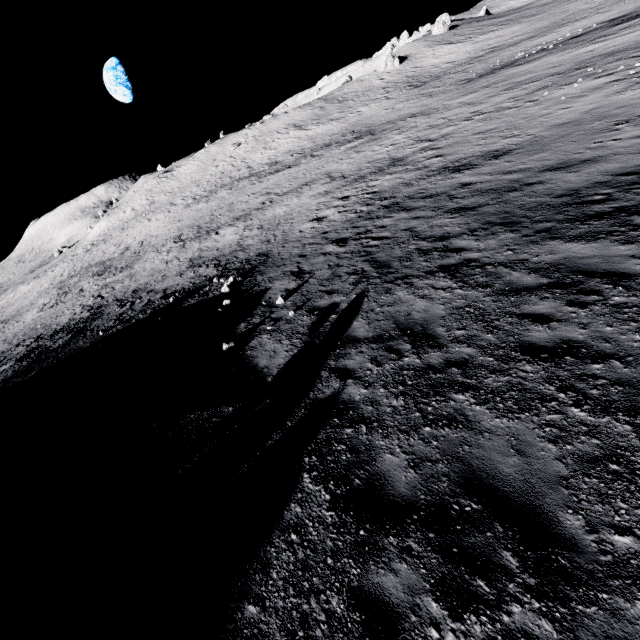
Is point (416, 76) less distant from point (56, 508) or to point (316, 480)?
point (316, 480)
